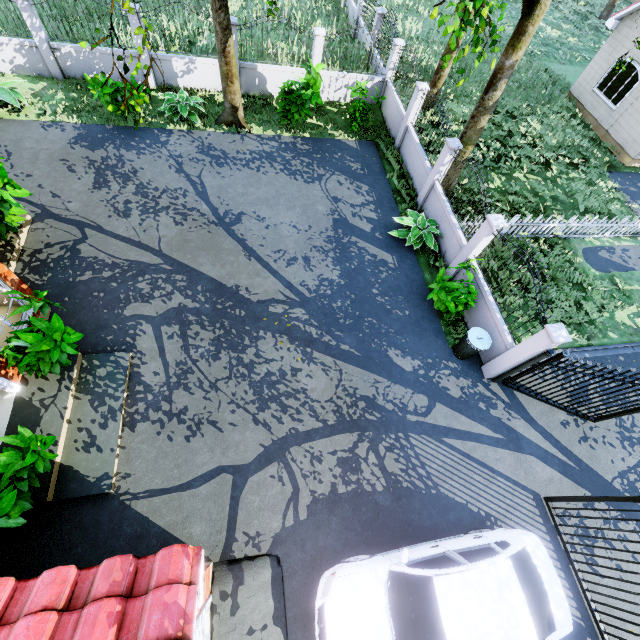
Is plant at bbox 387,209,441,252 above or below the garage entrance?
above

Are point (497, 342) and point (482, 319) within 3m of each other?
yes

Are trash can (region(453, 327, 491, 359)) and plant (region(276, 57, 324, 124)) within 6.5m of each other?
no

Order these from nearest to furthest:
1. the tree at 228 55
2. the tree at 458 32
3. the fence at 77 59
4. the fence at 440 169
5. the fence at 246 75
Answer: the tree at 458 32
the fence at 440 169
the tree at 228 55
the fence at 77 59
the fence at 246 75

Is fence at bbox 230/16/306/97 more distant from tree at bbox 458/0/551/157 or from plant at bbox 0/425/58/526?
plant at bbox 0/425/58/526

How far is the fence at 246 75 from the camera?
12.2 meters

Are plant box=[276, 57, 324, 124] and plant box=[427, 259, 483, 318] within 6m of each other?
no

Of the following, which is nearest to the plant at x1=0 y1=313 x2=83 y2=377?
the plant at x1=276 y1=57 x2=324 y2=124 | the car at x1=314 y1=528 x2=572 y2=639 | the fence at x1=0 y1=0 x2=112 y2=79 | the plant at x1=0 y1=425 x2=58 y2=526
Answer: the plant at x1=0 y1=425 x2=58 y2=526
